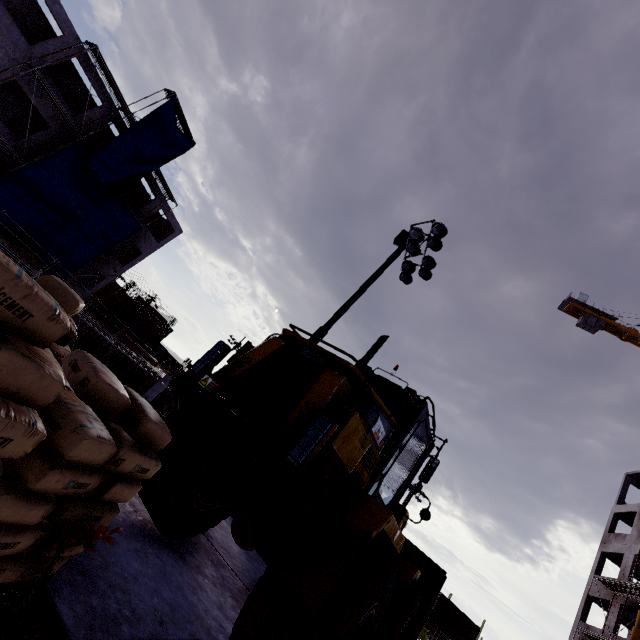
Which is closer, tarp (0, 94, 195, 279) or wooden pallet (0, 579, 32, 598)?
wooden pallet (0, 579, 32, 598)

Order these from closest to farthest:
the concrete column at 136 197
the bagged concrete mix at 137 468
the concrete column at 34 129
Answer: the bagged concrete mix at 137 468, the concrete column at 34 129, the concrete column at 136 197

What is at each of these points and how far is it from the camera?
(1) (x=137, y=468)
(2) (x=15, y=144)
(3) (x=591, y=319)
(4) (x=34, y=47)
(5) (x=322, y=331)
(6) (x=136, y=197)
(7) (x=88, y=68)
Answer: (1) bagged concrete mix, 2.4m
(2) concrete column, 21.1m
(3) tower crane, 47.5m
(4) concrete column, 19.5m
(5) floodlight pole, 10.5m
(6) concrete column, 32.7m
(7) concrete column, 21.9m

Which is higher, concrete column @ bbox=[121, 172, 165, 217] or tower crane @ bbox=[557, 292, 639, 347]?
tower crane @ bbox=[557, 292, 639, 347]

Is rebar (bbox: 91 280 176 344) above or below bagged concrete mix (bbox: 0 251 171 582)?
above

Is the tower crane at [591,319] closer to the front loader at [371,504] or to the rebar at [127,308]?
the rebar at [127,308]

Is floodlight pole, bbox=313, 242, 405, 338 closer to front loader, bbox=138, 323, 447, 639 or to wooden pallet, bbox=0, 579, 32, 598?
front loader, bbox=138, 323, 447, 639

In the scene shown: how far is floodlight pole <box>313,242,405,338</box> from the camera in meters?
10.6
